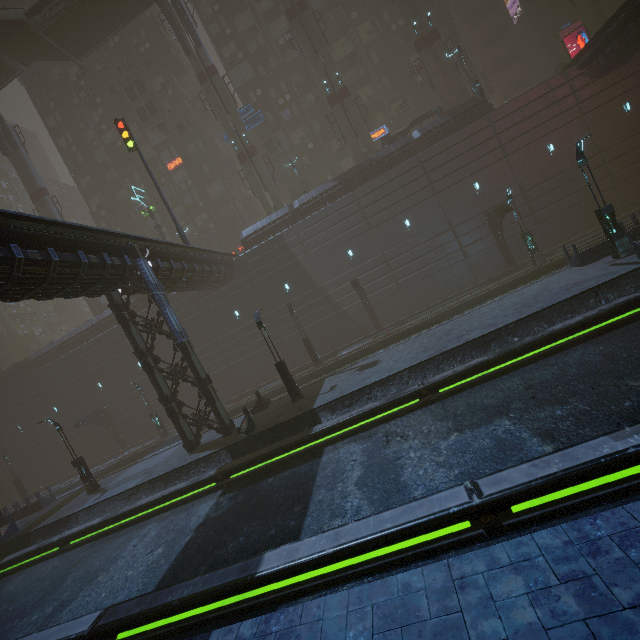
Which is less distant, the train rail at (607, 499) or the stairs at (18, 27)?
the train rail at (607, 499)

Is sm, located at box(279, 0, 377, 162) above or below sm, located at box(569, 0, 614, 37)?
above

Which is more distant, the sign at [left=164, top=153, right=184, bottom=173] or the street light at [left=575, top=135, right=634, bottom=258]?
the sign at [left=164, top=153, right=184, bottom=173]

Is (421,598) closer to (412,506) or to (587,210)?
(412,506)

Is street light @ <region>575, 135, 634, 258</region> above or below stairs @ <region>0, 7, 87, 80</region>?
below

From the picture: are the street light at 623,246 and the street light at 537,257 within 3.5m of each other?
no

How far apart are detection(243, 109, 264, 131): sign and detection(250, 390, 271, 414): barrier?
28.2 meters

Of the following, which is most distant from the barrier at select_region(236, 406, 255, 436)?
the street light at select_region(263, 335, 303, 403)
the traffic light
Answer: the traffic light
